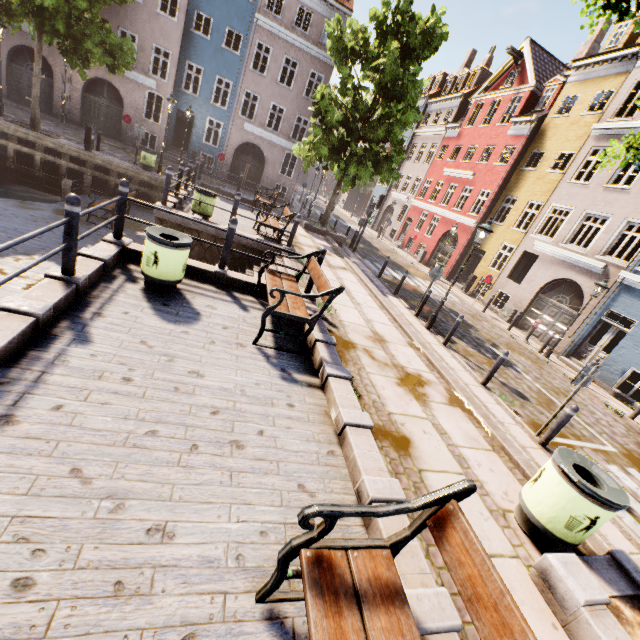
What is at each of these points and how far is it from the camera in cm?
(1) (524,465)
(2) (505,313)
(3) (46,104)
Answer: (1) stairs, 486
(2) electrical box, 1811
(3) building, 2131

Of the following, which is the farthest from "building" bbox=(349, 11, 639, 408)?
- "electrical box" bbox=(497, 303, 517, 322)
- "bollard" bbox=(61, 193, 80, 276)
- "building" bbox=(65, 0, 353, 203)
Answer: "bollard" bbox=(61, 193, 80, 276)

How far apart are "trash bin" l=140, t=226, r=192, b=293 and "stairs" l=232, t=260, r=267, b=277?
1.8m

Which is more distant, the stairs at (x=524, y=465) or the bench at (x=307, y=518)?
the stairs at (x=524, y=465)

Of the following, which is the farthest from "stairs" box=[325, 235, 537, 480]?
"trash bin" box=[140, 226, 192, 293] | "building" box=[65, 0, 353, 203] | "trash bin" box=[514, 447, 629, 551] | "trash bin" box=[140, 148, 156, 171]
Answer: "building" box=[65, 0, 353, 203]

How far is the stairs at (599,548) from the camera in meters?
3.8

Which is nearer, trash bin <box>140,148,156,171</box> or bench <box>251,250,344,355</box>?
bench <box>251,250,344,355</box>

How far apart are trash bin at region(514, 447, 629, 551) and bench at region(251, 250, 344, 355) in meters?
3.4 m
